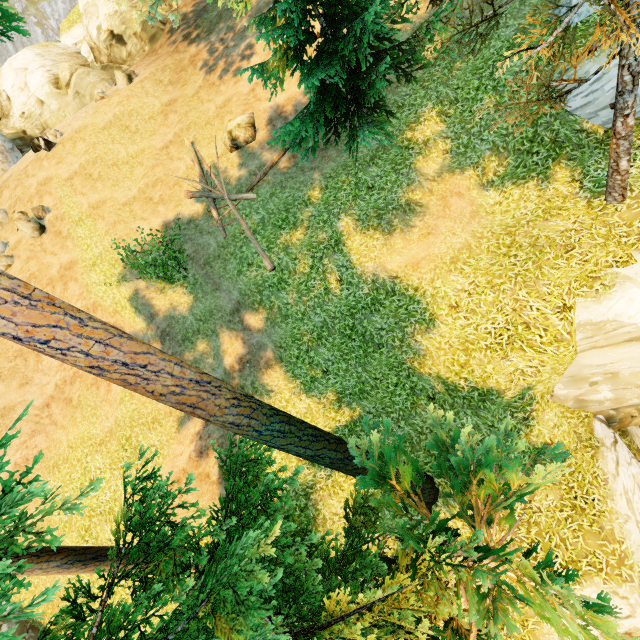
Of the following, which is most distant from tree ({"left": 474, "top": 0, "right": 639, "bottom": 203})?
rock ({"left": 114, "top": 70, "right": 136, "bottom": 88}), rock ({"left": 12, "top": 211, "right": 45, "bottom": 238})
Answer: rock ({"left": 12, "top": 211, "right": 45, "bottom": 238})

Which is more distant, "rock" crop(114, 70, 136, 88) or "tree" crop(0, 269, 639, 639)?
"rock" crop(114, 70, 136, 88)

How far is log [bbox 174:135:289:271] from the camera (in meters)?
12.97

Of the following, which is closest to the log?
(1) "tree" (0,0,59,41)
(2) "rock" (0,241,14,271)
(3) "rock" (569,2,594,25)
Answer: (1) "tree" (0,0,59,41)

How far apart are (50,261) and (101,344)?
16.64m

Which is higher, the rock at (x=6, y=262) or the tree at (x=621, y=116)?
the rock at (x=6, y=262)

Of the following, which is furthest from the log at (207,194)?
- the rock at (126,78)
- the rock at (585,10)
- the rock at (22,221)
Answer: the rock at (585,10)

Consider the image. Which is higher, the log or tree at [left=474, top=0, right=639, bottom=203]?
the log
